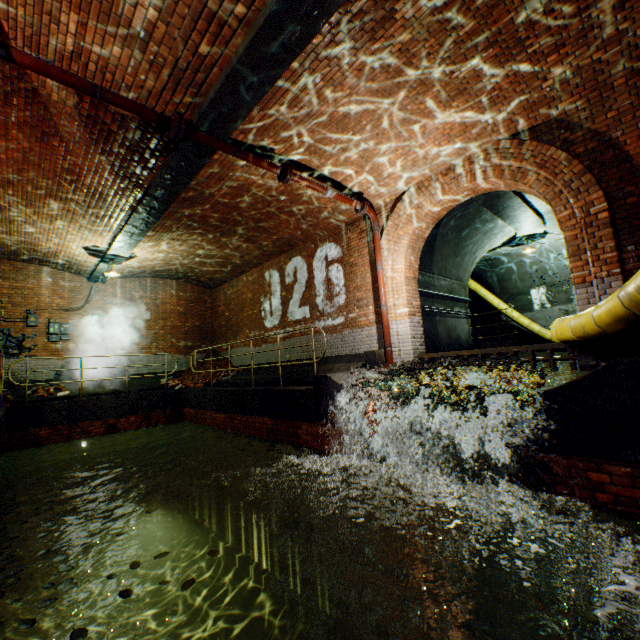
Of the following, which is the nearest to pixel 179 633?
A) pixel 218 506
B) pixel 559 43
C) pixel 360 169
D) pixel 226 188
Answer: pixel 218 506

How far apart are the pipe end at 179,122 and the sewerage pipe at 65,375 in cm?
1007

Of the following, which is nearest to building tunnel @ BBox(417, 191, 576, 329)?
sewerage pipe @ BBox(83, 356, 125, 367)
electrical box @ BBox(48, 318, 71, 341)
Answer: sewerage pipe @ BBox(83, 356, 125, 367)

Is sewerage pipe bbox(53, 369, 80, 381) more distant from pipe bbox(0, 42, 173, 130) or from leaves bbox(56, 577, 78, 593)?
leaves bbox(56, 577, 78, 593)

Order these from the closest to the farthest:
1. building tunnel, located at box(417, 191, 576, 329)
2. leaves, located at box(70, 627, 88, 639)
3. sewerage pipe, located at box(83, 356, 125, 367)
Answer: leaves, located at box(70, 627, 88, 639) < building tunnel, located at box(417, 191, 576, 329) < sewerage pipe, located at box(83, 356, 125, 367)

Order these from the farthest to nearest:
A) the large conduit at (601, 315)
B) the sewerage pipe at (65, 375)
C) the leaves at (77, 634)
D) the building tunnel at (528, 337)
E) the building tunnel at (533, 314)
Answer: the building tunnel at (528, 337), the sewerage pipe at (65, 375), the building tunnel at (533, 314), the large conduit at (601, 315), the leaves at (77, 634)

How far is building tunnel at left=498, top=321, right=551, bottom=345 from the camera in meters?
14.2
